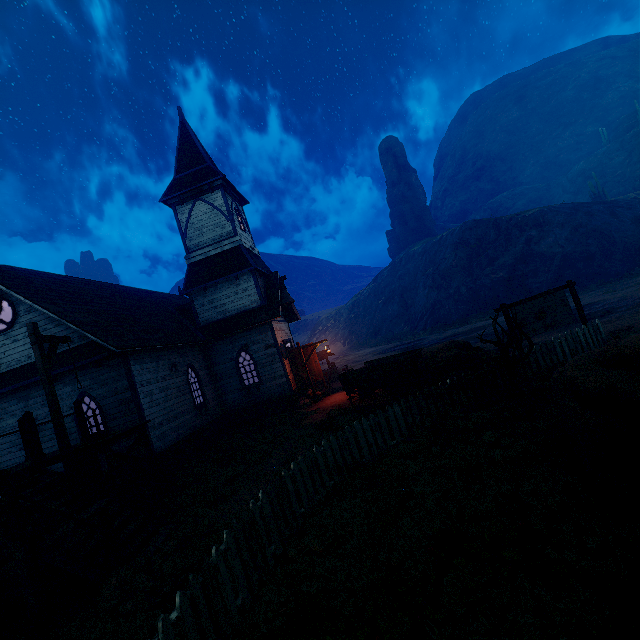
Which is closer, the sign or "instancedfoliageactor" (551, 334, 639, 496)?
"instancedfoliageactor" (551, 334, 639, 496)

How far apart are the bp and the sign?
9.9 meters

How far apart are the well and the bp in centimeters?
490cm

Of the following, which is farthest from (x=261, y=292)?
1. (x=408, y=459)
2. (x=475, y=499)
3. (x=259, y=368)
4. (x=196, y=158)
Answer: (x=475, y=499)

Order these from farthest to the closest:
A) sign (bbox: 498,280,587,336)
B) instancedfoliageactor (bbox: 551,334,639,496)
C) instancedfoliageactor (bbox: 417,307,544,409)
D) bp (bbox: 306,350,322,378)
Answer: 1. bp (bbox: 306,350,322,378)
2. sign (bbox: 498,280,587,336)
3. instancedfoliageactor (bbox: 417,307,544,409)
4. instancedfoliageactor (bbox: 551,334,639,496)

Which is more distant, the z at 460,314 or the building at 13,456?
the z at 460,314

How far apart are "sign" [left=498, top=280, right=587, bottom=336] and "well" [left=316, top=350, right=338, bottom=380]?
14.3 meters

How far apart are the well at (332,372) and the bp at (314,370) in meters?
4.9
